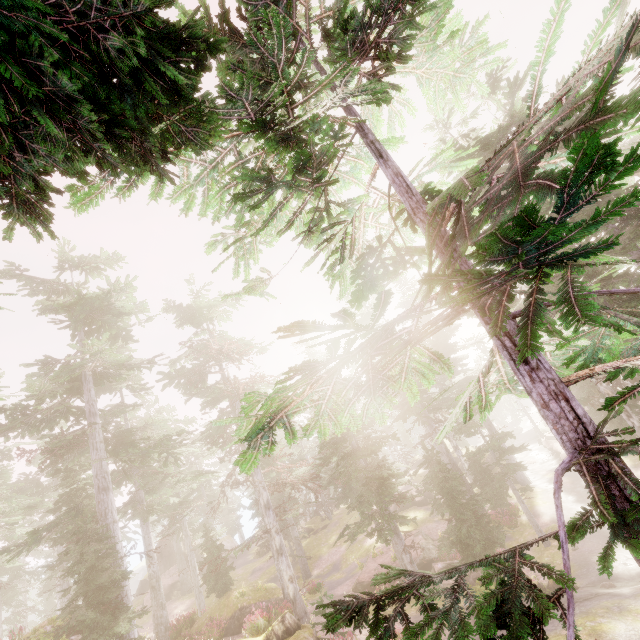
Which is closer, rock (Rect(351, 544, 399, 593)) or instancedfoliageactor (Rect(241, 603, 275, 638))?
instancedfoliageactor (Rect(241, 603, 275, 638))

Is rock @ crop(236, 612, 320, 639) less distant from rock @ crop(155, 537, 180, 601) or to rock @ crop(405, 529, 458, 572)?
rock @ crop(405, 529, 458, 572)

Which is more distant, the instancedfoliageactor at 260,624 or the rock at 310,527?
the rock at 310,527

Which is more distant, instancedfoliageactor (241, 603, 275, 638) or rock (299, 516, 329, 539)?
rock (299, 516, 329, 539)

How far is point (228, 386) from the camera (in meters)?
21.39

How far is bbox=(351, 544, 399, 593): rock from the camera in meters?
21.5

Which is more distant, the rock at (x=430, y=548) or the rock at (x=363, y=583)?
the rock at (x=363, y=583)

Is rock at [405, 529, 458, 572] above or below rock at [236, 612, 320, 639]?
below
